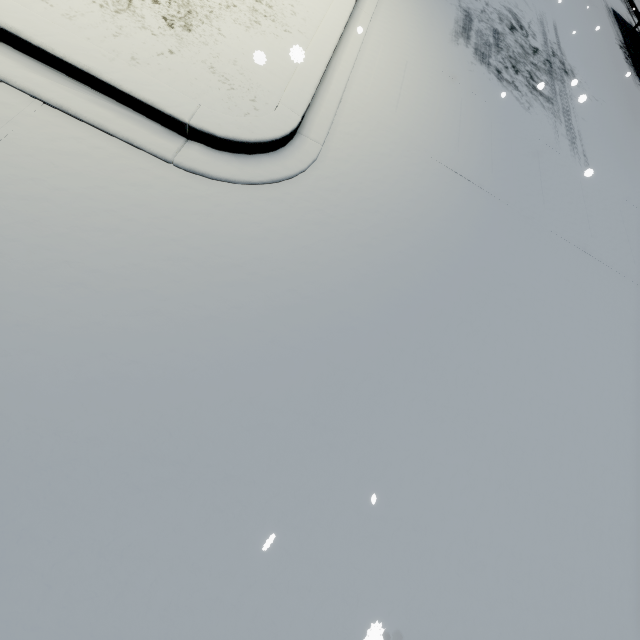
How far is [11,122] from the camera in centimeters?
305cm
